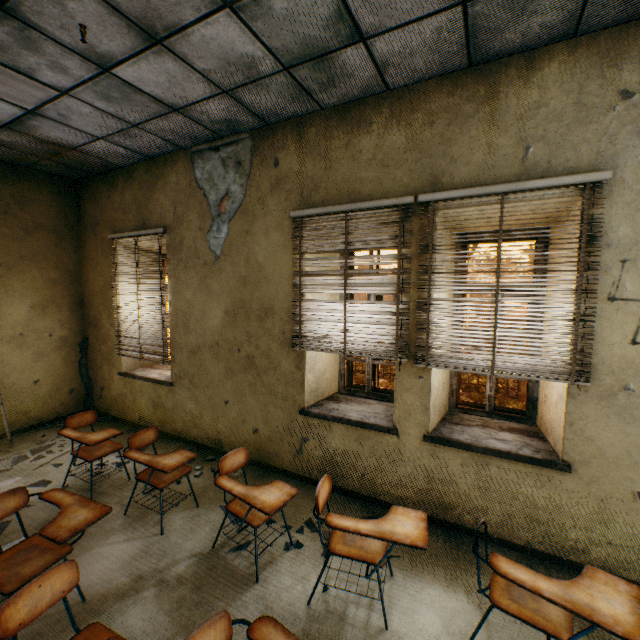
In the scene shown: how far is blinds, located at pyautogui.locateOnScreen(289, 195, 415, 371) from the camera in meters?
3.0

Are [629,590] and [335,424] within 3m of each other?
yes

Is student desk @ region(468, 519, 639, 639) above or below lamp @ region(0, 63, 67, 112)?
below

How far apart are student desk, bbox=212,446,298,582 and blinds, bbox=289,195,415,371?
1.19m

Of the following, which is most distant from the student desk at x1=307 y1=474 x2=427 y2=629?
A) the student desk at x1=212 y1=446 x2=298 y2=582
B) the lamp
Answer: the lamp

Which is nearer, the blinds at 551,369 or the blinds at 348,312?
the blinds at 551,369

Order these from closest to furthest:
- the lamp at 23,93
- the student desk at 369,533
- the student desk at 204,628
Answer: the student desk at 204,628 → the student desk at 369,533 → the lamp at 23,93

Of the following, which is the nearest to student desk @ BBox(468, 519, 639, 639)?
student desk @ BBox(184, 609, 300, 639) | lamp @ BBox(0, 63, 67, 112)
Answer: student desk @ BBox(184, 609, 300, 639)
